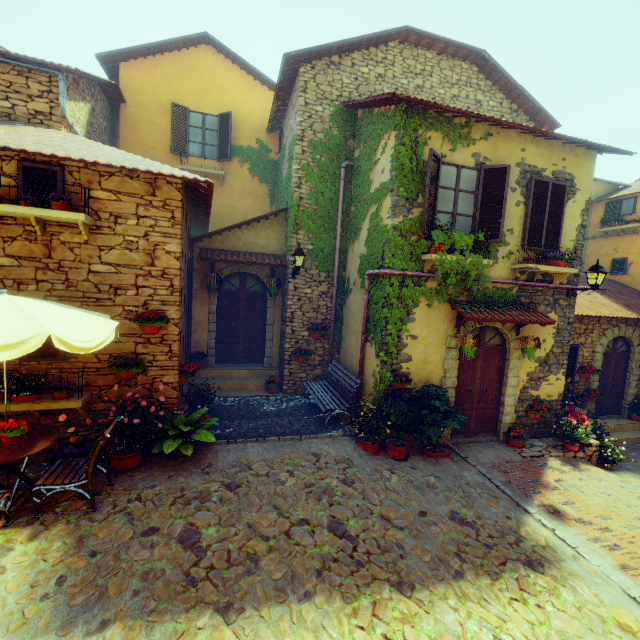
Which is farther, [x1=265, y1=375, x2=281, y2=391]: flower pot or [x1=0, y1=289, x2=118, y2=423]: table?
[x1=265, y1=375, x2=281, y2=391]: flower pot

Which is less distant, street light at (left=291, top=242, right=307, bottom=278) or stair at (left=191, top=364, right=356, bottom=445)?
stair at (left=191, top=364, right=356, bottom=445)

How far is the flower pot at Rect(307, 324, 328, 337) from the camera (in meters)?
9.19

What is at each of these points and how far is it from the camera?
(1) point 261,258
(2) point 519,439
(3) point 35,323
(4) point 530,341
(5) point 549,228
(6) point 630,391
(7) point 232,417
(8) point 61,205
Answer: (1) door eaves, 9.5 meters
(2) flower pot, 7.9 meters
(3) table, 3.6 meters
(4) flower pot, 7.4 meters
(5) window, 7.8 meters
(6) stone doorway, 11.0 meters
(7) stair, 7.6 meters
(8) flower pot, 5.0 meters

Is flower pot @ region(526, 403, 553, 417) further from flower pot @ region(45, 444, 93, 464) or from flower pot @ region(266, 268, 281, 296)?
flower pot @ region(45, 444, 93, 464)

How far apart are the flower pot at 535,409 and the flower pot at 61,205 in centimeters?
1075cm

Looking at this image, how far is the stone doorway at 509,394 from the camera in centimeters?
771cm

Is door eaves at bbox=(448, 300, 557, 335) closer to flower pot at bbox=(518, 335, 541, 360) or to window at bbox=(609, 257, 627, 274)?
flower pot at bbox=(518, 335, 541, 360)
